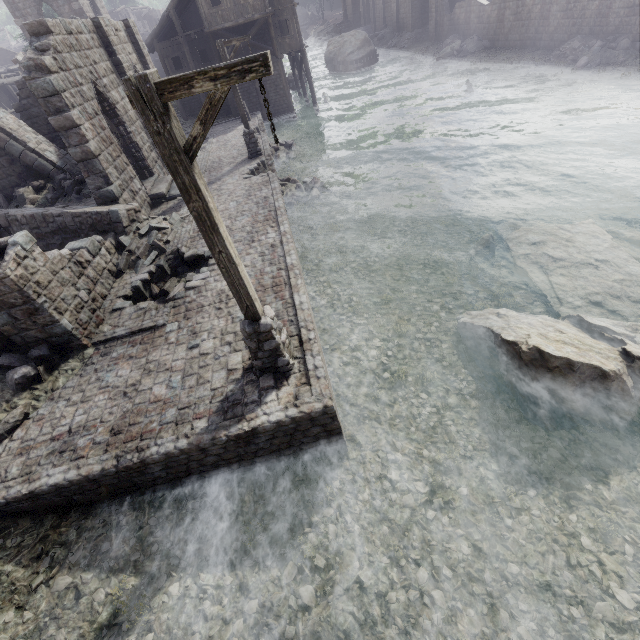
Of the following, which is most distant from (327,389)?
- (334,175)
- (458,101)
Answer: (458,101)

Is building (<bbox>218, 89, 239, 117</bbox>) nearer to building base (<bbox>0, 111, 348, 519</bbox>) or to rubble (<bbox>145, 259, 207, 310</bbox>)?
building base (<bbox>0, 111, 348, 519</bbox>)

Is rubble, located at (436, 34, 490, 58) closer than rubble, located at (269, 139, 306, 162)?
No

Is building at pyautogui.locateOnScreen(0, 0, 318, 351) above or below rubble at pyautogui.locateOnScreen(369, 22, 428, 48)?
above

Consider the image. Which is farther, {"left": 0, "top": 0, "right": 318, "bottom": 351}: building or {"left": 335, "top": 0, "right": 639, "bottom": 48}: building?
{"left": 335, "top": 0, "right": 639, "bottom": 48}: building

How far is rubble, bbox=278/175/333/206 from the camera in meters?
15.9 m

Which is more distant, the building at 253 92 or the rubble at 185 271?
the building at 253 92

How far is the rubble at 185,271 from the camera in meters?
9.9 m
